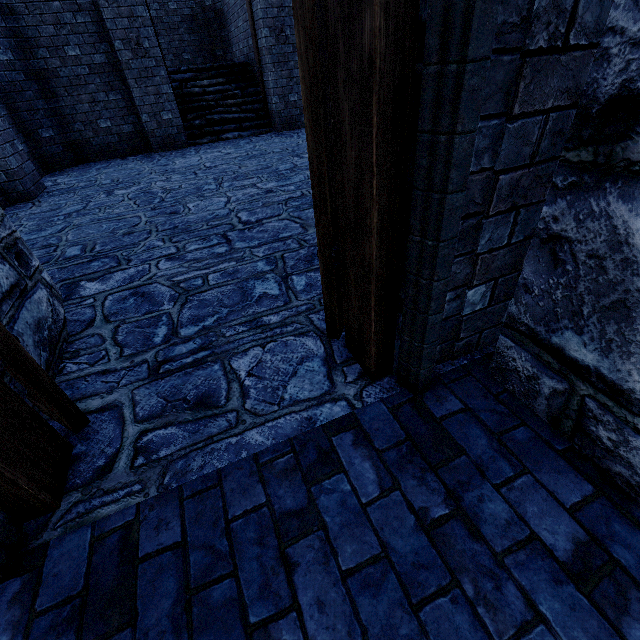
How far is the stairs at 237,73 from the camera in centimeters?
980cm

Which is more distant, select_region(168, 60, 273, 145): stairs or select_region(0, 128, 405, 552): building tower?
select_region(168, 60, 273, 145): stairs

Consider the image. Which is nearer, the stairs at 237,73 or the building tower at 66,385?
the building tower at 66,385

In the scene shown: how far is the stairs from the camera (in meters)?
9.80

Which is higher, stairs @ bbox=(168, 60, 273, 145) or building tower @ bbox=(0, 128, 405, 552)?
stairs @ bbox=(168, 60, 273, 145)

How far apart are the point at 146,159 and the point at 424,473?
10.0 meters
